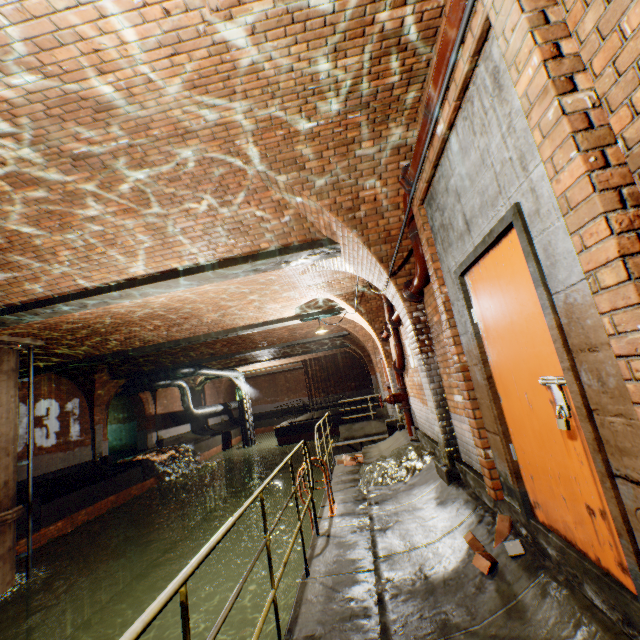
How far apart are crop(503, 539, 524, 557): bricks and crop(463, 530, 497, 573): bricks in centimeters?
14cm

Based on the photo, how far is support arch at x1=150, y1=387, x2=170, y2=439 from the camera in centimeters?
2038cm

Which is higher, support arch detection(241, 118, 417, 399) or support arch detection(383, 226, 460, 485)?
support arch detection(241, 118, 417, 399)

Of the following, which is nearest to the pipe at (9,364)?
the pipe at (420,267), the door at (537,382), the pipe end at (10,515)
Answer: the pipe end at (10,515)

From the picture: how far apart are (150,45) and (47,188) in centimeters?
230cm

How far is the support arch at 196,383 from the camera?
24.8m

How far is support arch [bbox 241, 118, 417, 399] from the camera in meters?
3.8

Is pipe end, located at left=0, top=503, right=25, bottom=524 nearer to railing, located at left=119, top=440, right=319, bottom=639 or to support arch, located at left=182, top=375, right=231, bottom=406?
railing, located at left=119, top=440, right=319, bottom=639
